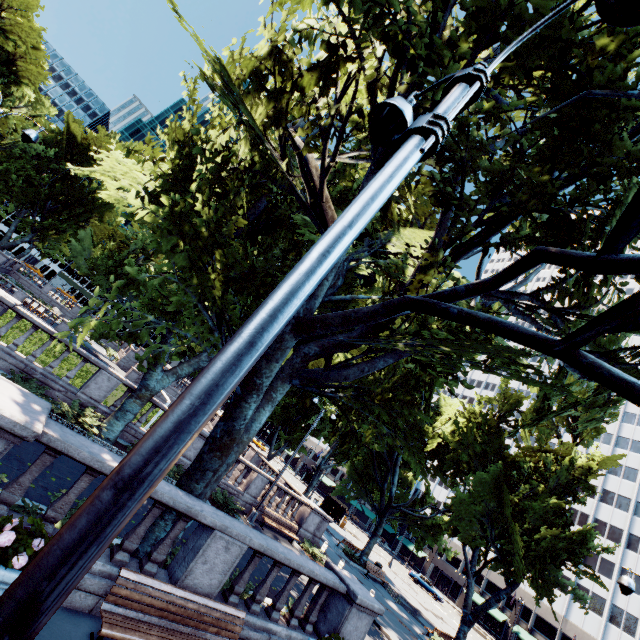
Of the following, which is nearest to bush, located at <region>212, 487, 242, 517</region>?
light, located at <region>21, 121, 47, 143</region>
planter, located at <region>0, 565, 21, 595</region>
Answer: planter, located at <region>0, 565, 21, 595</region>

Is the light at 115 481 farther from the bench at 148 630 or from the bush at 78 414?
the bush at 78 414

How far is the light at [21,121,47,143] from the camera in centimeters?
1102cm

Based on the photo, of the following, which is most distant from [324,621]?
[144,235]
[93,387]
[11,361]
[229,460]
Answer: [11,361]

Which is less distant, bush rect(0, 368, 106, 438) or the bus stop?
bush rect(0, 368, 106, 438)

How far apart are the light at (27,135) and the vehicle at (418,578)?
60.9 meters

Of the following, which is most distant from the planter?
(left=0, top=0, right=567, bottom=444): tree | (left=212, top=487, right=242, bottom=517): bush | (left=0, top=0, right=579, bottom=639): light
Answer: (left=212, top=487, right=242, bottom=517): bush

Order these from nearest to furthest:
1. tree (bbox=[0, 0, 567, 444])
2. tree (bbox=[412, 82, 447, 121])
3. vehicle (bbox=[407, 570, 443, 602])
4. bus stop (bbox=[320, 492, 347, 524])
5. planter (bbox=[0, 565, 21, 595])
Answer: planter (bbox=[0, 565, 21, 595]) → tree (bbox=[412, 82, 447, 121]) → tree (bbox=[0, 0, 567, 444]) → bus stop (bbox=[320, 492, 347, 524]) → vehicle (bbox=[407, 570, 443, 602])
